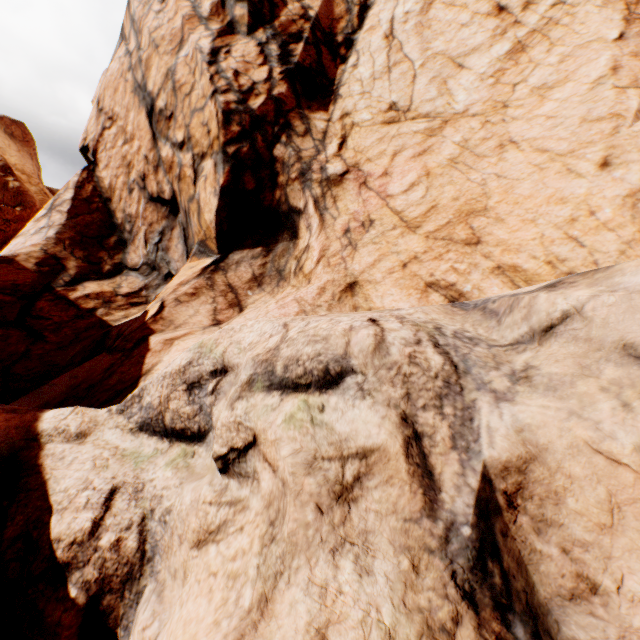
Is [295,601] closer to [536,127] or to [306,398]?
[306,398]
